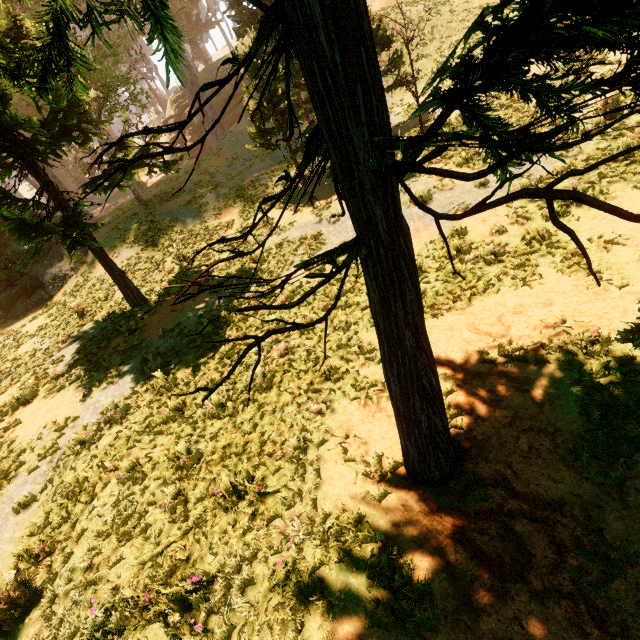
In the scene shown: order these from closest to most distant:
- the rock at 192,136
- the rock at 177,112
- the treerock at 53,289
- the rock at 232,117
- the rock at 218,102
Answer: the treerock at 53,289 < the rock at 218,102 < the rock at 232,117 < the rock at 192,136 < the rock at 177,112

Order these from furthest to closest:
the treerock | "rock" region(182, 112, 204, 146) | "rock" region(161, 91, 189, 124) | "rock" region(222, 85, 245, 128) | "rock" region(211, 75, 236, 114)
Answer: "rock" region(161, 91, 189, 124) → "rock" region(182, 112, 204, 146) → "rock" region(222, 85, 245, 128) → "rock" region(211, 75, 236, 114) → the treerock

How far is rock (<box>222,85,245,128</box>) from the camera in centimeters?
3822cm

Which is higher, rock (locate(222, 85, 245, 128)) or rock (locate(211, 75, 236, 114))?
rock (locate(211, 75, 236, 114))

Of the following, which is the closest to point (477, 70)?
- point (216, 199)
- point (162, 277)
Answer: point (162, 277)

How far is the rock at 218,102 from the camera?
37.44m
